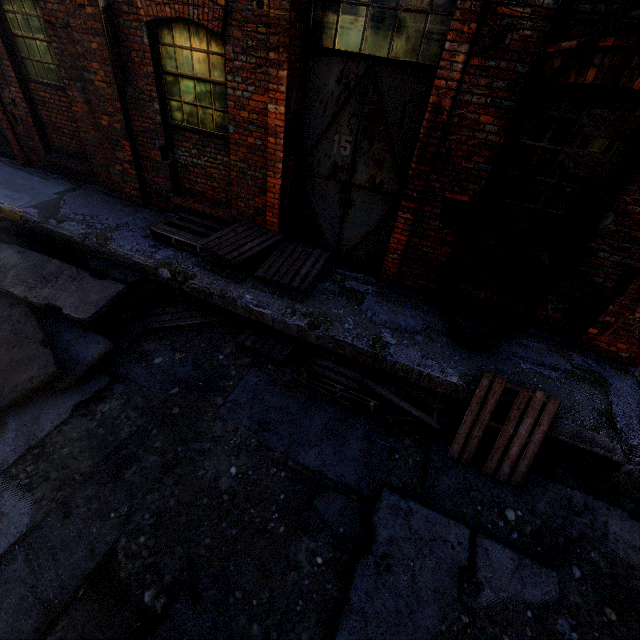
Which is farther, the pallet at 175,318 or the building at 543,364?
the pallet at 175,318

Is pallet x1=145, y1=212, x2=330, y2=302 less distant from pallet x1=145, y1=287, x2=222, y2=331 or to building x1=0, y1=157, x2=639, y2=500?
building x1=0, y1=157, x2=639, y2=500

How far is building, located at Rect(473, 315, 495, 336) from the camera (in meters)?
4.67

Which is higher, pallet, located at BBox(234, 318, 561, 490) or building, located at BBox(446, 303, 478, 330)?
building, located at BBox(446, 303, 478, 330)

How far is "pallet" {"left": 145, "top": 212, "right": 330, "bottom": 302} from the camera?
4.9 meters

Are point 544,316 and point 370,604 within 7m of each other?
yes

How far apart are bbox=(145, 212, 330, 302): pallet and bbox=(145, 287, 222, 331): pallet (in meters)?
0.71

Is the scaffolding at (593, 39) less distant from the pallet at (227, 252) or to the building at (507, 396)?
the building at (507, 396)
